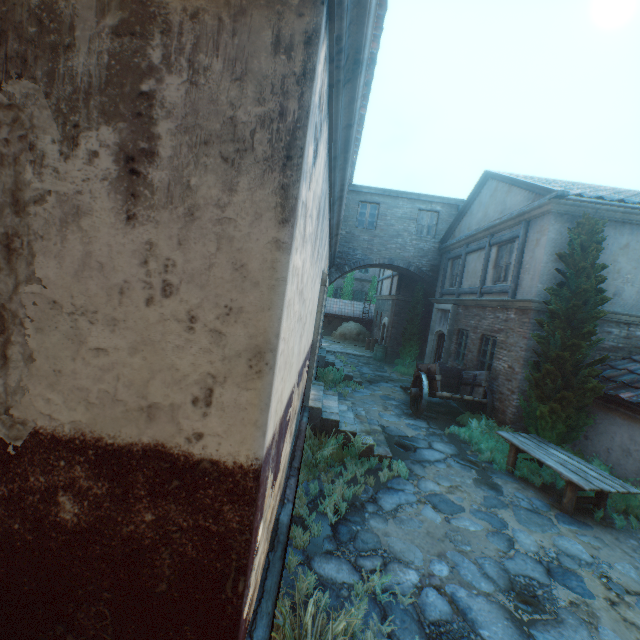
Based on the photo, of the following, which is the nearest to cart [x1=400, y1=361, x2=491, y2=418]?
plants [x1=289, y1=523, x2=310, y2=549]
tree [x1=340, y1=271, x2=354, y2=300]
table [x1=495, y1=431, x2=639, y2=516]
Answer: table [x1=495, y1=431, x2=639, y2=516]

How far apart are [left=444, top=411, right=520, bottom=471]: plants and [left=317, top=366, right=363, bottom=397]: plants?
4.0 meters

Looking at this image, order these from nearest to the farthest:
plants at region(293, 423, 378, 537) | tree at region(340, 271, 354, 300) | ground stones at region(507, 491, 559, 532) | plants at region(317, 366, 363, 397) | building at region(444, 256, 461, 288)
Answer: plants at region(293, 423, 378, 537), ground stones at region(507, 491, 559, 532), plants at region(317, 366, 363, 397), building at region(444, 256, 461, 288), tree at region(340, 271, 354, 300)

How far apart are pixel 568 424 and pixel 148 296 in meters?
9.2

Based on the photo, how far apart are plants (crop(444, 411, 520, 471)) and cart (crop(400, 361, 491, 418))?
0.1 meters

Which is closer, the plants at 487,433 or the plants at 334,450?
the plants at 334,450

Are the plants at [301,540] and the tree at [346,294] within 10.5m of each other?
no

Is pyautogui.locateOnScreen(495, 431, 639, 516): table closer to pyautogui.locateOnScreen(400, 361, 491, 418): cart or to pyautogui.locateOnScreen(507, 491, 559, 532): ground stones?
pyautogui.locateOnScreen(507, 491, 559, 532): ground stones
